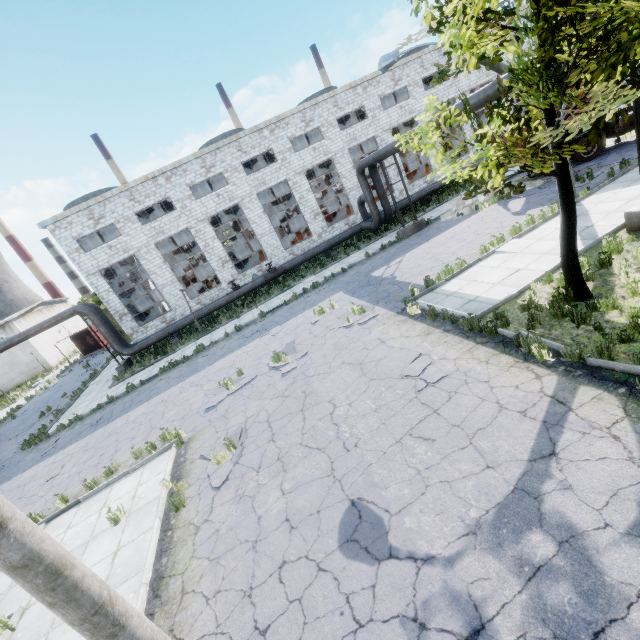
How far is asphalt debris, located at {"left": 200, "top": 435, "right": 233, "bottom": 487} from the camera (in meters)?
7.49

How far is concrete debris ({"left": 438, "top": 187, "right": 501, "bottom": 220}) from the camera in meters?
18.6 m

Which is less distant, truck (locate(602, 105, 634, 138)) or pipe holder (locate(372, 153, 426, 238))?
truck (locate(602, 105, 634, 138))

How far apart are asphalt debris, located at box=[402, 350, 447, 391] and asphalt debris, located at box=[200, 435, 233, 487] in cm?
451

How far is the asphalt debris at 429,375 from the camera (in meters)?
7.25

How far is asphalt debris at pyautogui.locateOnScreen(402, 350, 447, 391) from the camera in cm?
725

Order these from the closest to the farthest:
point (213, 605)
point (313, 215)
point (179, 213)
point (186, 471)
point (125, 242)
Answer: point (213, 605), point (186, 471), point (125, 242), point (179, 213), point (313, 215)

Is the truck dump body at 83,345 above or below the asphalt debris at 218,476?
above
